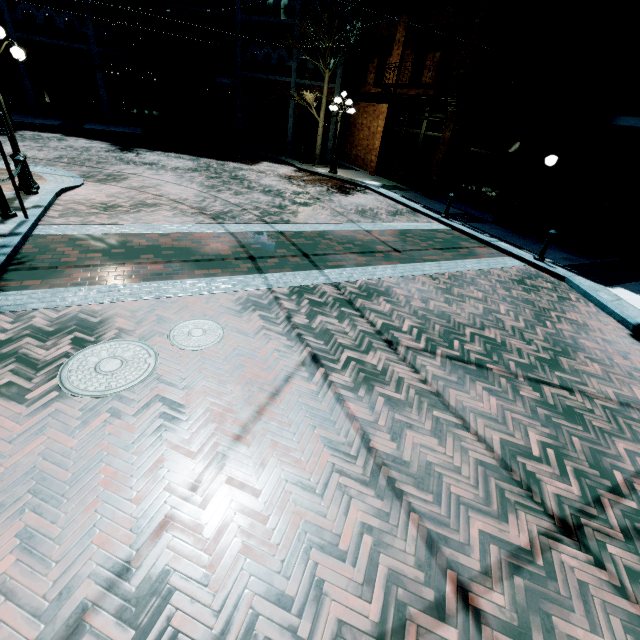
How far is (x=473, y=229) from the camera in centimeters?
1125cm

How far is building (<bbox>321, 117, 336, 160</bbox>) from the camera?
20.9 meters

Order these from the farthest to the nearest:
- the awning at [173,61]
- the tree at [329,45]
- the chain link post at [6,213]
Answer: the awning at [173,61]
the tree at [329,45]
the chain link post at [6,213]

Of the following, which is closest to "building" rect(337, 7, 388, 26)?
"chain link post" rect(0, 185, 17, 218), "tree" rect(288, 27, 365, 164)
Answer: "tree" rect(288, 27, 365, 164)

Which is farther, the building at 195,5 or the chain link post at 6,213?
the building at 195,5

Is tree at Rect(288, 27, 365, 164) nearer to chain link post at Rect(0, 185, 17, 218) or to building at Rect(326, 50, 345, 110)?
building at Rect(326, 50, 345, 110)

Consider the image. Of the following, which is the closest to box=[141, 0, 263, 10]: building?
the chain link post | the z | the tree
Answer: the z
